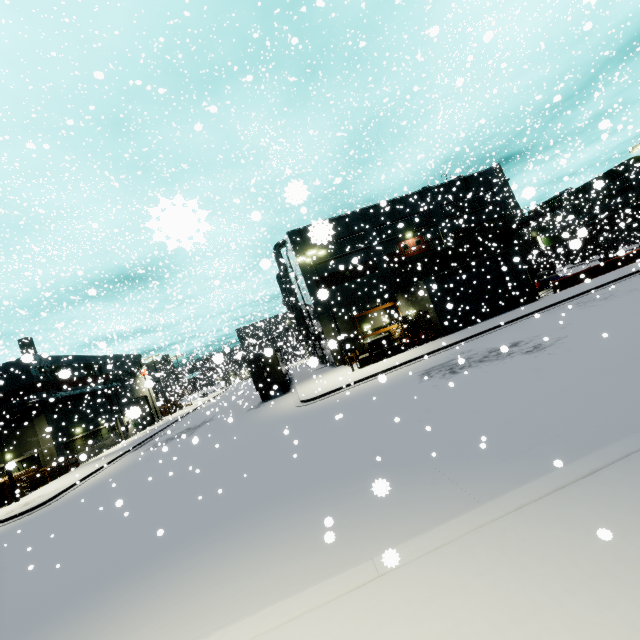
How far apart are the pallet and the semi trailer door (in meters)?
11.64

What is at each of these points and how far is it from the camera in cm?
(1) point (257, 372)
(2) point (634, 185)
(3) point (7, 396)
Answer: (1) semi trailer door, 2767
(2) building, 5981
(3) building, 2830

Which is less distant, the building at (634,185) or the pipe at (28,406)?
the pipe at (28,406)

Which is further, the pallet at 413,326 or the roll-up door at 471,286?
the pallet at 413,326

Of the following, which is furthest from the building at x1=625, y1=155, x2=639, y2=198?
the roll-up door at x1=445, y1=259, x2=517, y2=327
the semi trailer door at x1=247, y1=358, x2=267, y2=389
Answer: the semi trailer door at x1=247, y1=358, x2=267, y2=389

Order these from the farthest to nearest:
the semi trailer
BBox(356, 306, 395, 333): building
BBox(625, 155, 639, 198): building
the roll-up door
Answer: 1. the semi trailer
2. BBox(625, 155, 639, 198): building
3. BBox(356, 306, 395, 333): building
4. the roll-up door

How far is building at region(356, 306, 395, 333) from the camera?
31.19m
